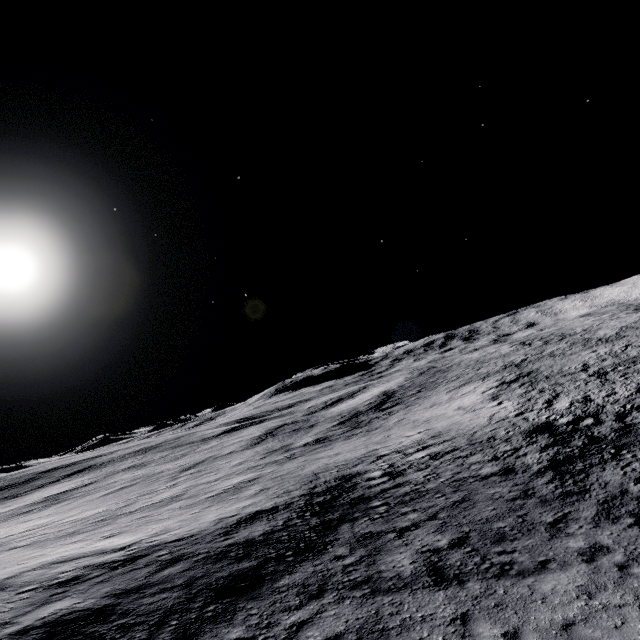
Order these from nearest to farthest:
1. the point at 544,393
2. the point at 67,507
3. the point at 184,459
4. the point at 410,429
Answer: the point at 544,393, the point at 410,429, the point at 67,507, the point at 184,459
